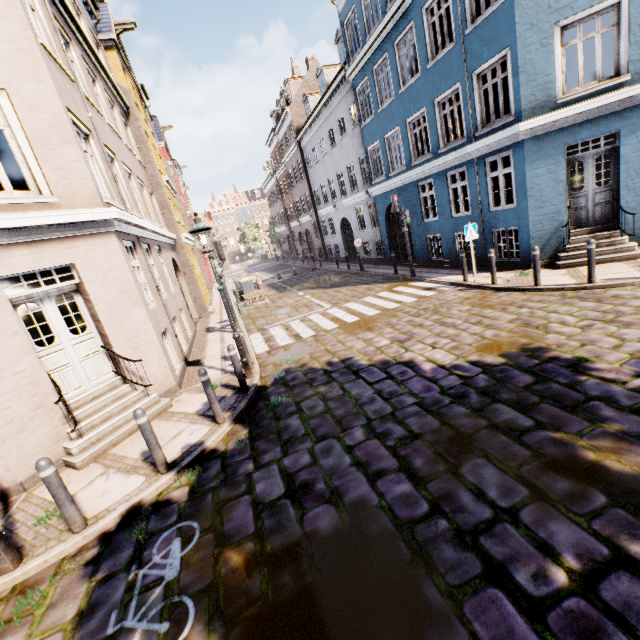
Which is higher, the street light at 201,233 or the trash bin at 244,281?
the street light at 201,233

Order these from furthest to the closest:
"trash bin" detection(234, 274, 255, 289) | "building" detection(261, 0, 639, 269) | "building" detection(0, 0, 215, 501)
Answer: "trash bin" detection(234, 274, 255, 289)
"building" detection(261, 0, 639, 269)
"building" detection(0, 0, 215, 501)

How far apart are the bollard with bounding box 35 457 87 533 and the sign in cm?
1112

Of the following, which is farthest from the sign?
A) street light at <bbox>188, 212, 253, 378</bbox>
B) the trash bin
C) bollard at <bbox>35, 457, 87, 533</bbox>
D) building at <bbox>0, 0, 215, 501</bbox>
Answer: the trash bin

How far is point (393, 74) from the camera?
14.1 meters

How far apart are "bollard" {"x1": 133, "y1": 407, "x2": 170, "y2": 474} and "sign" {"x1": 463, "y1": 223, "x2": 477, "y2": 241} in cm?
993

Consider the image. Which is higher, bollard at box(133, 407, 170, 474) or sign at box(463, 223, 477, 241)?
sign at box(463, 223, 477, 241)

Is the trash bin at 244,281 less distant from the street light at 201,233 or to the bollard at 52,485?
the street light at 201,233
